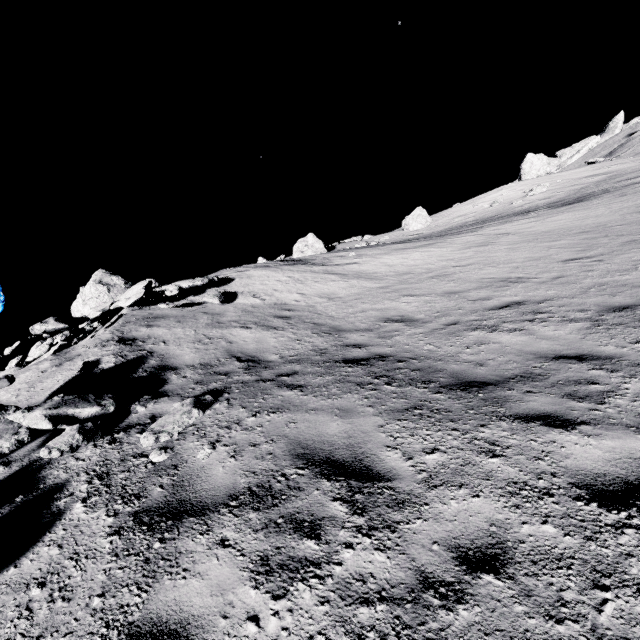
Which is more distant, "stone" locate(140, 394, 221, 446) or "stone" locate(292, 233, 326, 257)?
"stone" locate(292, 233, 326, 257)

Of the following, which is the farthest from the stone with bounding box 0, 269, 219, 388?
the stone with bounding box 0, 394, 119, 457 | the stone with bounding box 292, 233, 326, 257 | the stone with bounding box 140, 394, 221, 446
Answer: the stone with bounding box 292, 233, 326, 257

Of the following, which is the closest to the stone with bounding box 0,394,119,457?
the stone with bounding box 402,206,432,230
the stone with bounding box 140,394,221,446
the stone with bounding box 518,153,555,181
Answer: the stone with bounding box 140,394,221,446

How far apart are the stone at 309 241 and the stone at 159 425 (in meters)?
26.03

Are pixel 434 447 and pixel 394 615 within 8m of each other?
yes

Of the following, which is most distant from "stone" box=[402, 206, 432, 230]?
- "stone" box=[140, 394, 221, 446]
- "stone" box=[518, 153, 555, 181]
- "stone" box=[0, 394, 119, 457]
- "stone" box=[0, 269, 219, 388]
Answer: "stone" box=[0, 394, 119, 457]

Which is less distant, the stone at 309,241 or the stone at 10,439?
the stone at 10,439

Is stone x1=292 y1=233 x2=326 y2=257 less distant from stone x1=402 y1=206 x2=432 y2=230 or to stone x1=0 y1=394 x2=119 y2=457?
stone x1=402 y1=206 x2=432 y2=230
